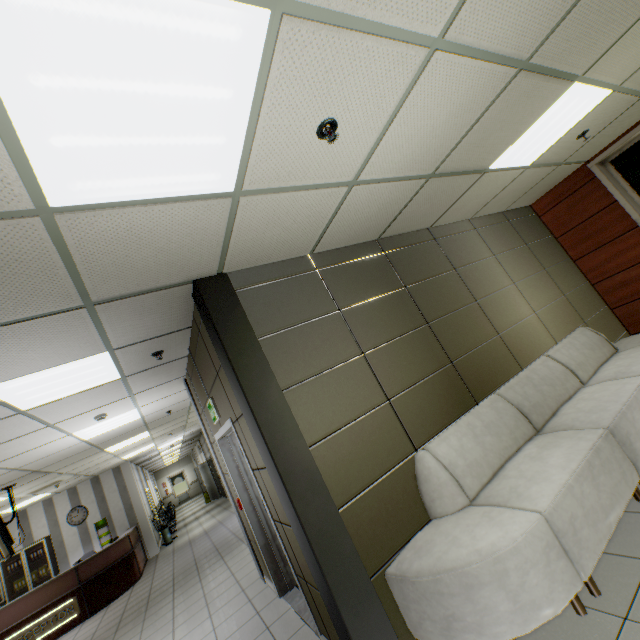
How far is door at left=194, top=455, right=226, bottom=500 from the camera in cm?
1694

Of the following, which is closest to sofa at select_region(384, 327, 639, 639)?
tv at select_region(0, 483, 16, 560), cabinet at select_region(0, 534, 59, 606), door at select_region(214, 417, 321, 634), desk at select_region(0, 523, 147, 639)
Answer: door at select_region(214, 417, 321, 634)

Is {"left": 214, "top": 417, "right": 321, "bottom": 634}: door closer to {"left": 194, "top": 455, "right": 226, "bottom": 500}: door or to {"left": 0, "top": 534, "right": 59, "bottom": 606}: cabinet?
{"left": 0, "top": 534, "right": 59, "bottom": 606}: cabinet

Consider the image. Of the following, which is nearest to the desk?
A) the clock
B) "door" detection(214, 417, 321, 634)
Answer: the clock

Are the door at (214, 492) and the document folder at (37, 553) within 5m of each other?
no

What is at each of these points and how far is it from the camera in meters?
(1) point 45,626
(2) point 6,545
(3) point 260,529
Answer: (1) sign, 7.2
(2) tv, 5.6
(3) door, 4.2

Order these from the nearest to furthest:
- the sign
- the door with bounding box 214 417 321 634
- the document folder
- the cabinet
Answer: the door with bounding box 214 417 321 634 → the sign → the cabinet → the document folder

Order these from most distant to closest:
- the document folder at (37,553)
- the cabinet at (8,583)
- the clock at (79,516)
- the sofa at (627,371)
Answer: the clock at (79,516)
the document folder at (37,553)
the cabinet at (8,583)
the sofa at (627,371)
